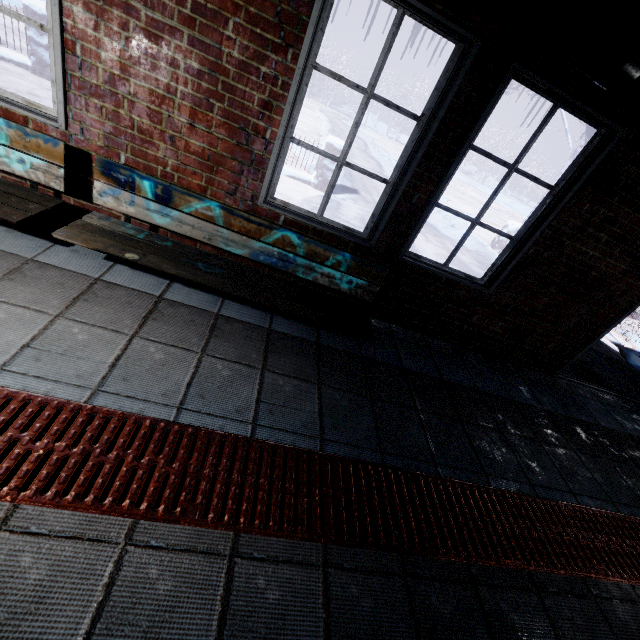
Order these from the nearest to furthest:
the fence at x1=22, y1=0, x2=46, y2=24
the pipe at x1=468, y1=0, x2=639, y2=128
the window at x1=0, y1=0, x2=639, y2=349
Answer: the pipe at x1=468, y1=0, x2=639, y2=128 < the window at x1=0, y1=0, x2=639, y2=349 < the fence at x1=22, y1=0, x2=46, y2=24

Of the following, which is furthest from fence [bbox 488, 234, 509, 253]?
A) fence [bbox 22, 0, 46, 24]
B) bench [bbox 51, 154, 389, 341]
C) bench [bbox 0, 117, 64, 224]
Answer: bench [bbox 0, 117, 64, 224]

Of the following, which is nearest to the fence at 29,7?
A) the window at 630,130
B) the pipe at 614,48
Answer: the window at 630,130

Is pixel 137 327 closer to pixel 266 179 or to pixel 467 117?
pixel 266 179

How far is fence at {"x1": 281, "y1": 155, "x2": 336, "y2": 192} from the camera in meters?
6.1 m

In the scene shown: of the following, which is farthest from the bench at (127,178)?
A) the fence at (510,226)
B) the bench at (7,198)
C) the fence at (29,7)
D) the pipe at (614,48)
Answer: the fence at (510,226)

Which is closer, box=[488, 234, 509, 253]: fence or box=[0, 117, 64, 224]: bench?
box=[0, 117, 64, 224]: bench

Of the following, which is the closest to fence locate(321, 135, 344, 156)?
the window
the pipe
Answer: the window
